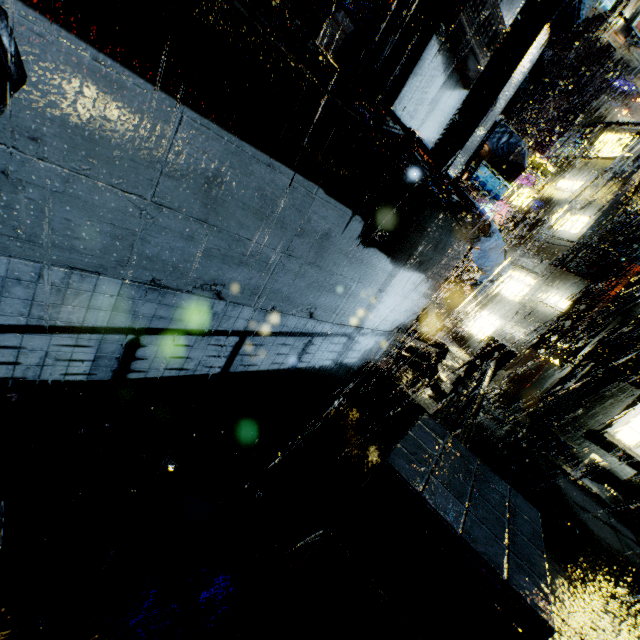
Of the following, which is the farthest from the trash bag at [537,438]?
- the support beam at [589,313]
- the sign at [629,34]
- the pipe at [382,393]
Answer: the sign at [629,34]

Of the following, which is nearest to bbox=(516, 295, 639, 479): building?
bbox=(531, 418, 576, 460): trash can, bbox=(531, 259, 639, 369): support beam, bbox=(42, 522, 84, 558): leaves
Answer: bbox=(531, 259, 639, 369): support beam

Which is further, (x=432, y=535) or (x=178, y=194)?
(x=178, y=194)

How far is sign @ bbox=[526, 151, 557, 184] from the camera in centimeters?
2003cm

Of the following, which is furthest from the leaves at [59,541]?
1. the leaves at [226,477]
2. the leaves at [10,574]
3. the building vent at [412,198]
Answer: the building vent at [412,198]

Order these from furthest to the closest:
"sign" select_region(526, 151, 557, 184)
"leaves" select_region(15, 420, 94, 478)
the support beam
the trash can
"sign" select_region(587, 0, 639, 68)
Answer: "sign" select_region(526, 151, 557, 184) < the support beam < the trash can < "sign" select_region(587, 0, 639, 68) < "leaves" select_region(15, 420, 94, 478)

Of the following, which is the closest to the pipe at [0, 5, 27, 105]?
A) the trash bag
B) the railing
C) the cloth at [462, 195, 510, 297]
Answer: the railing

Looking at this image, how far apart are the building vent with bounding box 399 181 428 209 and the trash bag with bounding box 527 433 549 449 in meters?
11.5
